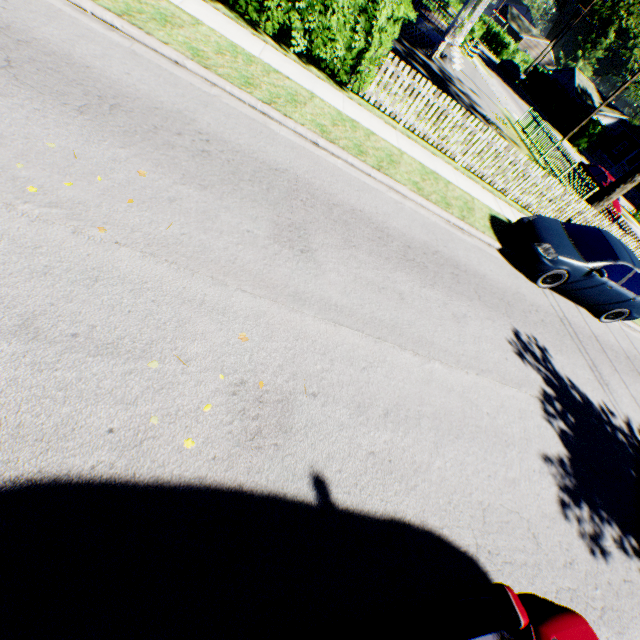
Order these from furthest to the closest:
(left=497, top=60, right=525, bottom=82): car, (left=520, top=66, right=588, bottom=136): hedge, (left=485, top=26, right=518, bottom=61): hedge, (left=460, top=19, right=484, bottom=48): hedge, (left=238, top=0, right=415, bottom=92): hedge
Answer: (left=485, top=26, right=518, bottom=61): hedge → (left=497, top=60, right=525, bottom=82): car → (left=520, top=66, right=588, bottom=136): hedge → (left=460, top=19, right=484, bottom=48): hedge → (left=238, top=0, right=415, bottom=92): hedge

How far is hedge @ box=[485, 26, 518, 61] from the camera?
55.0m

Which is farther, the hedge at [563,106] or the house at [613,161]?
the house at [613,161]

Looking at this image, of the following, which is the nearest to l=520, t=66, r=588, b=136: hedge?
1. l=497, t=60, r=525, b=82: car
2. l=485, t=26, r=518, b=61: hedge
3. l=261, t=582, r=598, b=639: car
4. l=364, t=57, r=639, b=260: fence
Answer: l=497, t=60, r=525, b=82: car

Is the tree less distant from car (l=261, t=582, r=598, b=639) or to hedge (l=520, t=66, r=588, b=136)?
car (l=261, t=582, r=598, b=639)

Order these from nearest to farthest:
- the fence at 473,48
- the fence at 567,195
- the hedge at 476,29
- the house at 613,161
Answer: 1. the fence at 567,195
2. the fence at 473,48
3. the hedge at 476,29
4. the house at 613,161

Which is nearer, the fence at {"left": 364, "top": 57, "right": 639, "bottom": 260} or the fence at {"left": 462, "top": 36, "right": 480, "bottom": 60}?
the fence at {"left": 364, "top": 57, "right": 639, "bottom": 260}

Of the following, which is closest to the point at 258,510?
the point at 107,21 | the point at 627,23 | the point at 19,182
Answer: the point at 19,182
